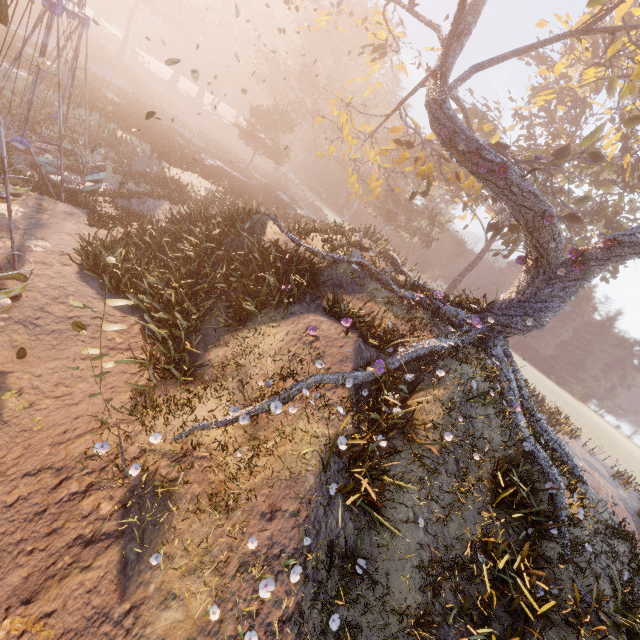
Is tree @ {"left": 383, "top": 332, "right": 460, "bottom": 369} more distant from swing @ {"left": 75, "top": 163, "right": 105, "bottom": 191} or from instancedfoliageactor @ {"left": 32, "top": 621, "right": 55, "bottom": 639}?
swing @ {"left": 75, "top": 163, "right": 105, "bottom": 191}

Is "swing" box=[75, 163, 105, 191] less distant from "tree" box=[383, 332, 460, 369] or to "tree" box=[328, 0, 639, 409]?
Answer: "tree" box=[383, 332, 460, 369]

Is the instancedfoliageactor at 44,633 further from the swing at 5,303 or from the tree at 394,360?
the tree at 394,360

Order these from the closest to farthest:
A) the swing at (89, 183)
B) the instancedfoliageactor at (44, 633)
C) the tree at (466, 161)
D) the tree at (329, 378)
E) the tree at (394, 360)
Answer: the instancedfoliageactor at (44, 633) < the tree at (329, 378) < the tree at (394, 360) < the tree at (466, 161) < the swing at (89, 183)

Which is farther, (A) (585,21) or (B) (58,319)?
(A) (585,21)

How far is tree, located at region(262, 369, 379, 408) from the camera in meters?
7.2

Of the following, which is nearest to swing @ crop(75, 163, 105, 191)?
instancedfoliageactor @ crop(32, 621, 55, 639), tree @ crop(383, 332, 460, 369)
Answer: instancedfoliageactor @ crop(32, 621, 55, 639)

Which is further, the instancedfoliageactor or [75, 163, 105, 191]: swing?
[75, 163, 105, 191]: swing
